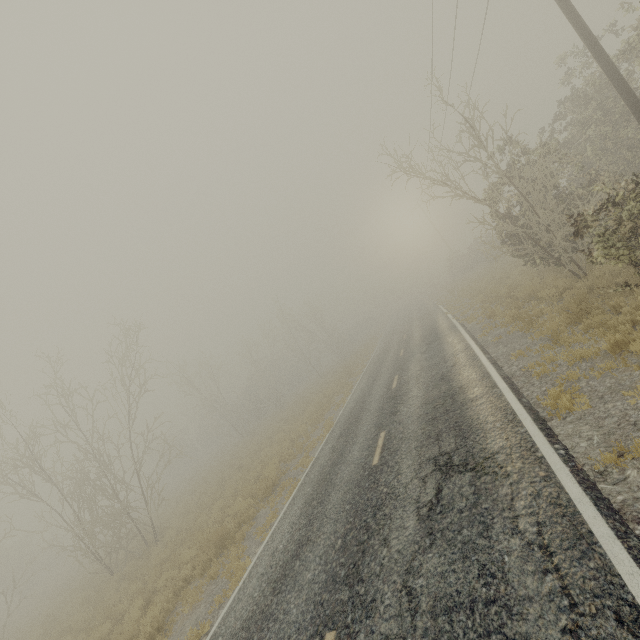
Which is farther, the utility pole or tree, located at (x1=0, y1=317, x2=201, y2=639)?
tree, located at (x1=0, y1=317, x2=201, y2=639)

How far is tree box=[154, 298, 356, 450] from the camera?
34.4m

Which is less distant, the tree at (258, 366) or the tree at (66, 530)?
the tree at (66, 530)

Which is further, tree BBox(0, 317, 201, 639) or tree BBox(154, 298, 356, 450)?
tree BBox(154, 298, 356, 450)

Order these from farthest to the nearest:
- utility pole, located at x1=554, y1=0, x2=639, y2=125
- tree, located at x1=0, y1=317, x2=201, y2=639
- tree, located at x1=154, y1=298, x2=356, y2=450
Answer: tree, located at x1=154, y1=298, x2=356, y2=450, tree, located at x1=0, y1=317, x2=201, y2=639, utility pole, located at x1=554, y1=0, x2=639, y2=125

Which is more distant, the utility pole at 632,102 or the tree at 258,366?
the tree at 258,366

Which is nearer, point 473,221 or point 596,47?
point 596,47
